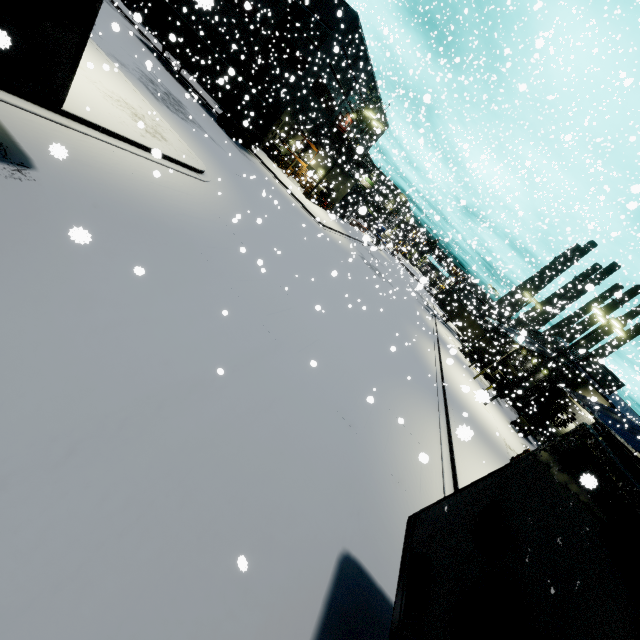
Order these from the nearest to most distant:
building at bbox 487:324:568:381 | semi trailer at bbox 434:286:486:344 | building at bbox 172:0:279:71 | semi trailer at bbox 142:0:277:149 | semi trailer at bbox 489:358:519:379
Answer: semi trailer at bbox 142:0:277:149 → building at bbox 172:0:279:71 → building at bbox 487:324:568:381 → semi trailer at bbox 434:286:486:344 → semi trailer at bbox 489:358:519:379

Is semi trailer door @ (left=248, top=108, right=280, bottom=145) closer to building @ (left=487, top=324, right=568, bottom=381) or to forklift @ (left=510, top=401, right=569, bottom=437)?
building @ (left=487, top=324, right=568, bottom=381)

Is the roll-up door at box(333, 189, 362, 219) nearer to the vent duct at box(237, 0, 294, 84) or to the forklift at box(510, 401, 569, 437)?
the vent duct at box(237, 0, 294, 84)

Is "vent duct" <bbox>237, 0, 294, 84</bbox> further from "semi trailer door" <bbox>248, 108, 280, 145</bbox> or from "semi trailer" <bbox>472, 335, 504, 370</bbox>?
"semi trailer door" <bbox>248, 108, 280, 145</bbox>

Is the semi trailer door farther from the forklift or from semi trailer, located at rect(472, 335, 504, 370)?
the forklift

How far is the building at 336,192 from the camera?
39.66m

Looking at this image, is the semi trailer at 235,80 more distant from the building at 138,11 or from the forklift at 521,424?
the forklift at 521,424

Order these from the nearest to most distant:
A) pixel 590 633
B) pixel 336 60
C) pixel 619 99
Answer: pixel 590 633, pixel 619 99, pixel 336 60
